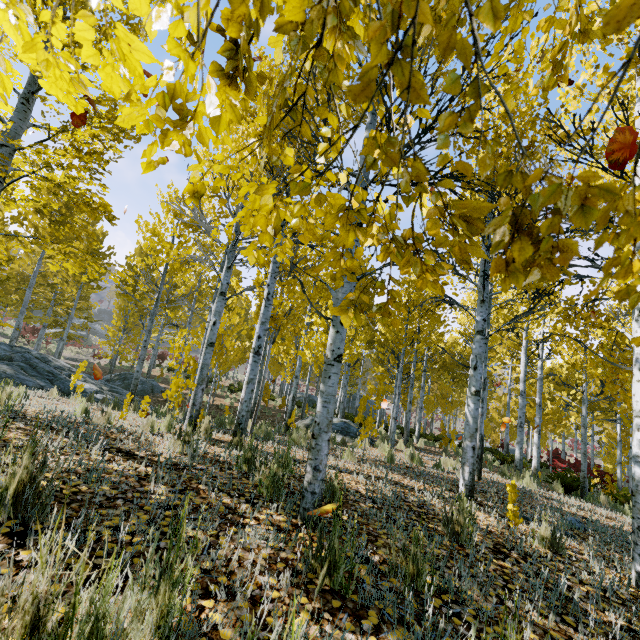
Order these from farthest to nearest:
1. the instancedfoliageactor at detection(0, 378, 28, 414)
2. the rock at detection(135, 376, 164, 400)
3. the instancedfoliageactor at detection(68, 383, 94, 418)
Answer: the rock at detection(135, 376, 164, 400) → the instancedfoliageactor at detection(68, 383, 94, 418) → the instancedfoliageactor at detection(0, 378, 28, 414)

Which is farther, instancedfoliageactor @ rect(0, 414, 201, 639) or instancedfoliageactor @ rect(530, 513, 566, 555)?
instancedfoliageactor @ rect(530, 513, 566, 555)

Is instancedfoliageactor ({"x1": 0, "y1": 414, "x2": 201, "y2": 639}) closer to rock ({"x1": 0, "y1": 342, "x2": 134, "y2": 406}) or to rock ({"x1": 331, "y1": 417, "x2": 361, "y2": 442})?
rock ({"x1": 0, "y1": 342, "x2": 134, "y2": 406})

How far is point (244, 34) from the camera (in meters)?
0.81

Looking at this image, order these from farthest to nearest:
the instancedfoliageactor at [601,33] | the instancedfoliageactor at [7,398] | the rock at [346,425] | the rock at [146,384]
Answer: the rock at [146,384]
the rock at [346,425]
the instancedfoliageactor at [7,398]
the instancedfoliageactor at [601,33]

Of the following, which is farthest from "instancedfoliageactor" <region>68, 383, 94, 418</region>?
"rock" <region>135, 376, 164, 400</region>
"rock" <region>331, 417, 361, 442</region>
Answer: "rock" <region>135, 376, 164, 400</region>

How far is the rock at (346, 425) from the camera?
11.04m
